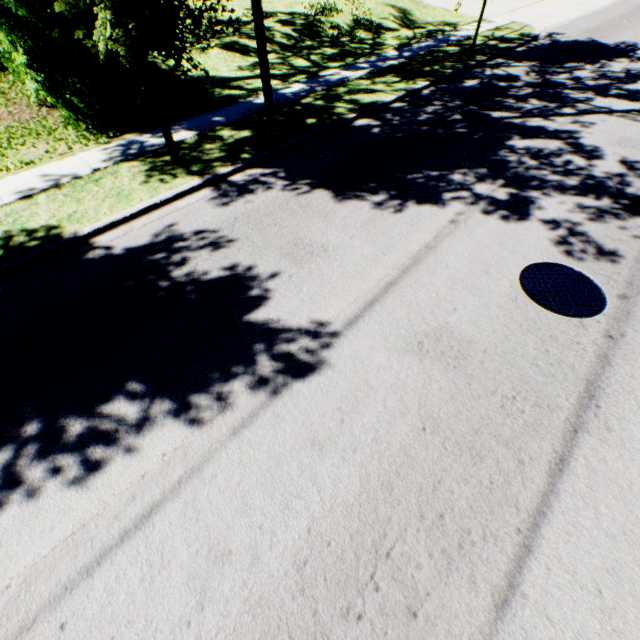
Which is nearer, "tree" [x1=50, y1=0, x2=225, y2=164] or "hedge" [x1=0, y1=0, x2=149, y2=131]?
"tree" [x1=50, y1=0, x2=225, y2=164]

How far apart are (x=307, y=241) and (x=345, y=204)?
1.33m

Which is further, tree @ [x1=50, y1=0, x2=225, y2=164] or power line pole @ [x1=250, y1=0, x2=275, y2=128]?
power line pole @ [x1=250, y1=0, x2=275, y2=128]

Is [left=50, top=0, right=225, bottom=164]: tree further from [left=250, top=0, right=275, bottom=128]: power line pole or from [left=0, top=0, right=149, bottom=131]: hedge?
[left=250, top=0, right=275, bottom=128]: power line pole

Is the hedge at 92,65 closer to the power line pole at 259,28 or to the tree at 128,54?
the tree at 128,54
